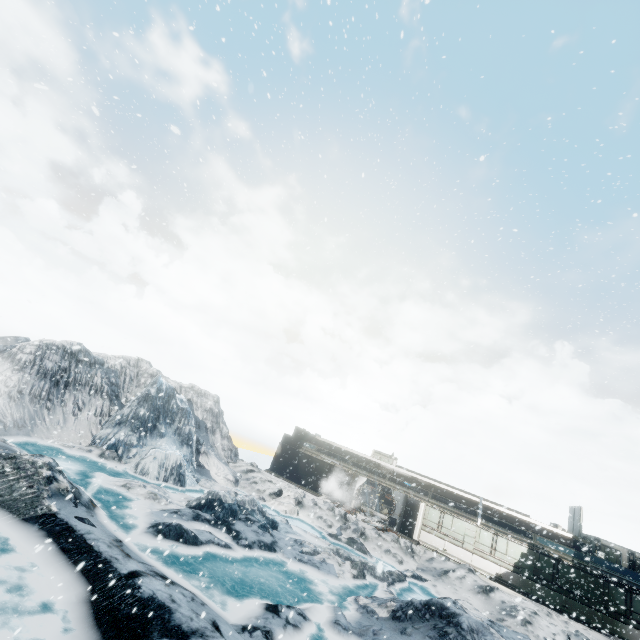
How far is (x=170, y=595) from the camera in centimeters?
773cm
